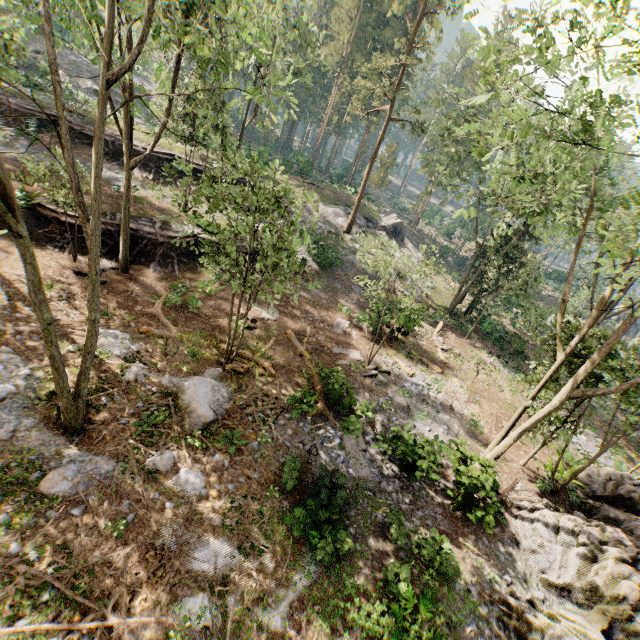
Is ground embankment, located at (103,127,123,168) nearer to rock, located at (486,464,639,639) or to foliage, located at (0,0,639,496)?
foliage, located at (0,0,639,496)

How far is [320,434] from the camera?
13.5 meters

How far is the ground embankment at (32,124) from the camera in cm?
2473

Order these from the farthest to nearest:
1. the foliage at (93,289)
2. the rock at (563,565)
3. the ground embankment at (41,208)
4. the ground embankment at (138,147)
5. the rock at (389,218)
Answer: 1. the rock at (389,218)
2. the ground embankment at (138,147)
3. the ground embankment at (41,208)
4. the rock at (563,565)
5. the foliage at (93,289)

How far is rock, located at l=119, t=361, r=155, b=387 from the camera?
12.3 meters

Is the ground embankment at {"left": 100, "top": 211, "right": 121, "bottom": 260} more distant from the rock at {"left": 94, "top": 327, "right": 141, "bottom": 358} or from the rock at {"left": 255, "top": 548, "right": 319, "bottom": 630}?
the rock at {"left": 255, "top": 548, "right": 319, "bottom": 630}

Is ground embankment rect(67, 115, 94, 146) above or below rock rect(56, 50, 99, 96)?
below

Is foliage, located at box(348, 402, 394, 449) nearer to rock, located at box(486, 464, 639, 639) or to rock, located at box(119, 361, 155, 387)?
rock, located at box(486, 464, 639, 639)
